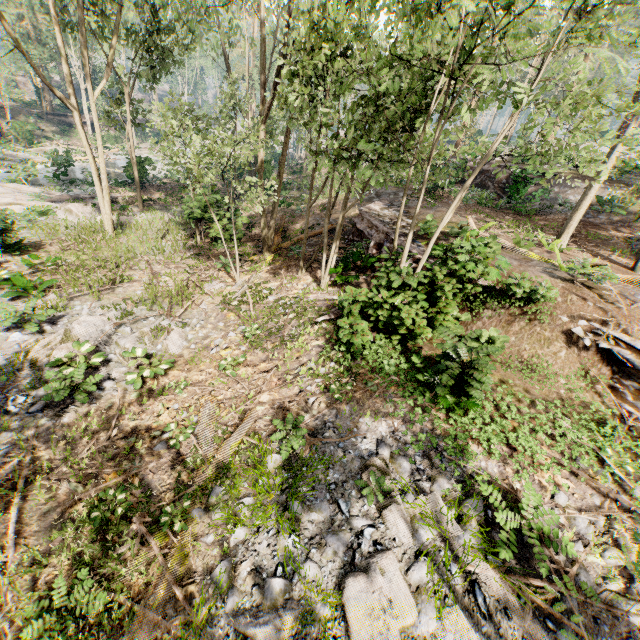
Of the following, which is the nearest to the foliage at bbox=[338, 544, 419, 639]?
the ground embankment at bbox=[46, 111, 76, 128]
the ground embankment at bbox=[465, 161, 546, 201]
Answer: the ground embankment at bbox=[46, 111, 76, 128]

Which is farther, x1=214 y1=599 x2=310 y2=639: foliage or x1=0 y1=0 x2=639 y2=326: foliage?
x1=0 y1=0 x2=639 y2=326: foliage

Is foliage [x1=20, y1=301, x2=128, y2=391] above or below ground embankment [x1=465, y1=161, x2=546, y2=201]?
below

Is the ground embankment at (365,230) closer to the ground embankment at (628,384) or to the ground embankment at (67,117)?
the ground embankment at (628,384)

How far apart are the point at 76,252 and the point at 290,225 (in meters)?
11.06

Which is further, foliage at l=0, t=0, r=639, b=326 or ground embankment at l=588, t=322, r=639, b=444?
ground embankment at l=588, t=322, r=639, b=444

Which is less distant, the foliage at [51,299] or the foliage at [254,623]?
the foliage at [254,623]

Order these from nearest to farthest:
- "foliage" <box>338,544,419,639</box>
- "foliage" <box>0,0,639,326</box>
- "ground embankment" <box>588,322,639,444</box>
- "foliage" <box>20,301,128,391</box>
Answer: "foliage" <box>338,544,419,639</box> → "foliage" <box>0,0,639,326</box> → "ground embankment" <box>588,322,639,444</box> → "foliage" <box>20,301,128,391</box>
